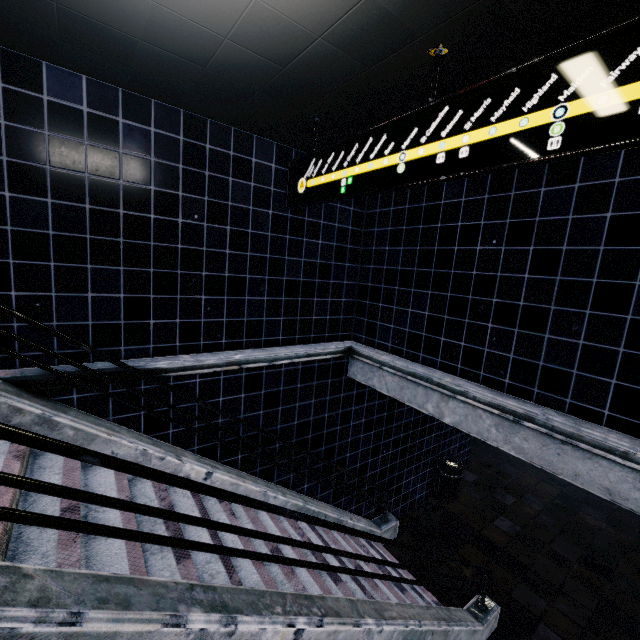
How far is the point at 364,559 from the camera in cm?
285
